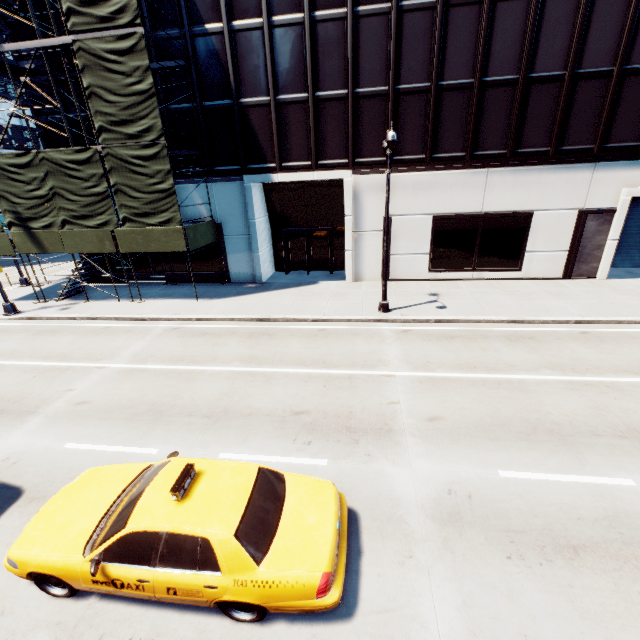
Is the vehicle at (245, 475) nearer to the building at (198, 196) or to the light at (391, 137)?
the light at (391, 137)

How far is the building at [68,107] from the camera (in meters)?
17.65

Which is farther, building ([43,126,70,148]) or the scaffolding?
building ([43,126,70,148])

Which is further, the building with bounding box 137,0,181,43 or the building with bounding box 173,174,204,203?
the building with bounding box 173,174,204,203

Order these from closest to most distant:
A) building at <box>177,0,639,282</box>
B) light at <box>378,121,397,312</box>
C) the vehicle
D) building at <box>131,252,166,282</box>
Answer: the vehicle → light at <box>378,121,397,312</box> → building at <box>177,0,639,282</box> → building at <box>131,252,166,282</box>

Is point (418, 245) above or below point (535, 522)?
above
